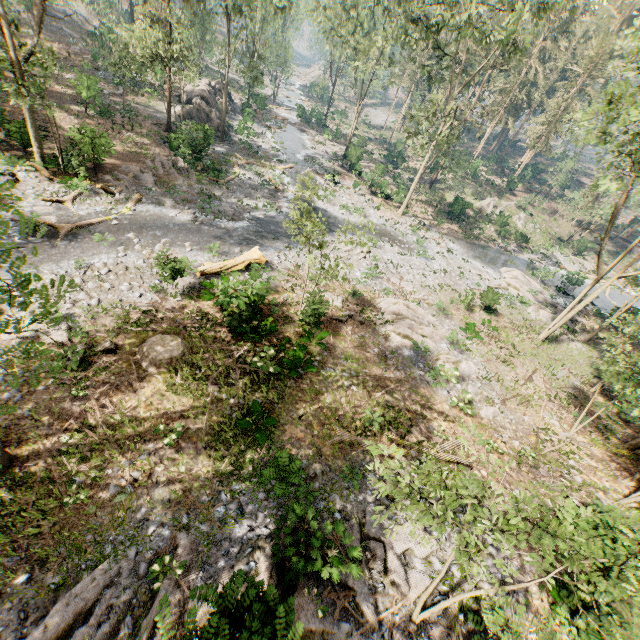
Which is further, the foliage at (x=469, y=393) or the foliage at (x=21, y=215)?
the foliage at (x=469, y=393)

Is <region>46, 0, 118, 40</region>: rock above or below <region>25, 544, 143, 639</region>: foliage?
above

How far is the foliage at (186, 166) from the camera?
24.5 meters

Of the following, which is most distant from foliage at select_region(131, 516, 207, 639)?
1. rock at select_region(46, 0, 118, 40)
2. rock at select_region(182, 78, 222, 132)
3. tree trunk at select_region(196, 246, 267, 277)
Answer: rock at select_region(182, 78, 222, 132)

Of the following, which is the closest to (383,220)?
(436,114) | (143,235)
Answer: (436,114)

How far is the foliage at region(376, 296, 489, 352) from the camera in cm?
1888

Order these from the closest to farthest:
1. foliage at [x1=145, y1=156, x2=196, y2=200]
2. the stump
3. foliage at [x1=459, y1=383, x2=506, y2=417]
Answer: the stump, foliage at [x1=459, y1=383, x2=506, y2=417], foliage at [x1=145, y1=156, x2=196, y2=200]
